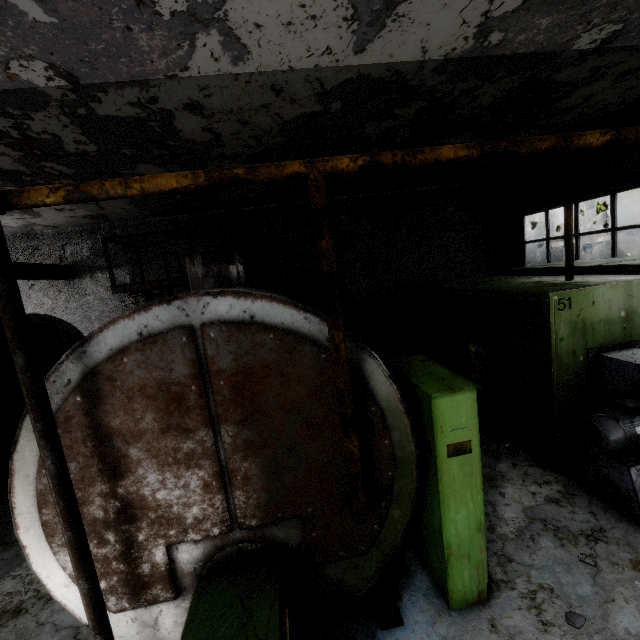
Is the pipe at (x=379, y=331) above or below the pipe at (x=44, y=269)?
below

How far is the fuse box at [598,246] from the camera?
15.8m

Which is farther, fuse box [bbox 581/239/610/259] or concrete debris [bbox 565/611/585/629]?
fuse box [bbox 581/239/610/259]

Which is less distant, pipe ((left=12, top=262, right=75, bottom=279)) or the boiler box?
the boiler box

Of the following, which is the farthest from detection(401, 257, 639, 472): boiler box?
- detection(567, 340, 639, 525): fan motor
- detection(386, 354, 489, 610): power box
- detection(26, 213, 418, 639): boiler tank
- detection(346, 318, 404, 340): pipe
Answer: detection(346, 318, 404, 340): pipe

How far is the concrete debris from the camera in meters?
3.1 m

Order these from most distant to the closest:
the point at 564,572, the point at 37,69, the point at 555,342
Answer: the point at 555,342 < the point at 37,69 < the point at 564,572

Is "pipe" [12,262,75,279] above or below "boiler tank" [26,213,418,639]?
above
